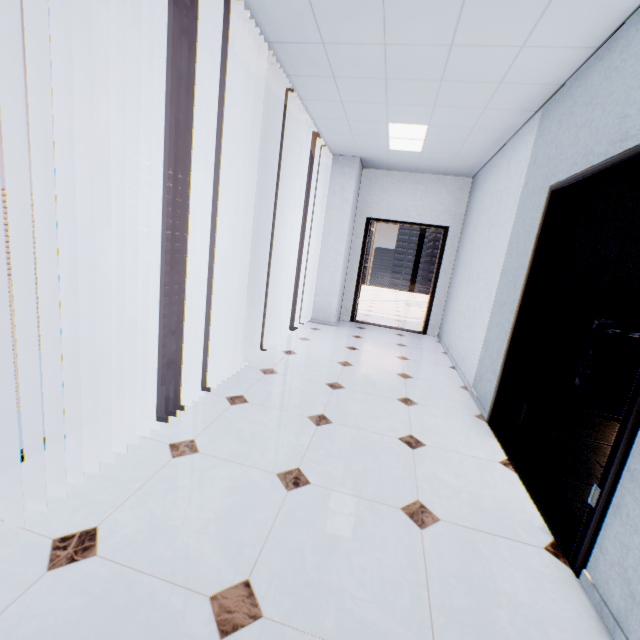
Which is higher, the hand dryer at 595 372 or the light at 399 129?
the light at 399 129

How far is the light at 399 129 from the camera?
4.0 meters

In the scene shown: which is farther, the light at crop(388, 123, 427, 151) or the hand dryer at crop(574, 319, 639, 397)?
the light at crop(388, 123, 427, 151)

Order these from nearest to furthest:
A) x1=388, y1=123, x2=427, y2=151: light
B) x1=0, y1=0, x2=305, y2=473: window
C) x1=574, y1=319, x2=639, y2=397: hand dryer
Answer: x1=0, y1=0, x2=305, y2=473: window < x1=574, y1=319, x2=639, y2=397: hand dryer < x1=388, y1=123, x2=427, y2=151: light

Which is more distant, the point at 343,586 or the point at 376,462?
the point at 376,462

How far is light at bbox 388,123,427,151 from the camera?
3.98m

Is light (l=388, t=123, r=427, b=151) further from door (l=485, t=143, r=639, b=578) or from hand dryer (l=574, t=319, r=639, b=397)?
hand dryer (l=574, t=319, r=639, b=397)

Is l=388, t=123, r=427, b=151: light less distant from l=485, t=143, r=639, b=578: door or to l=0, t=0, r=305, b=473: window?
l=0, t=0, r=305, b=473: window
